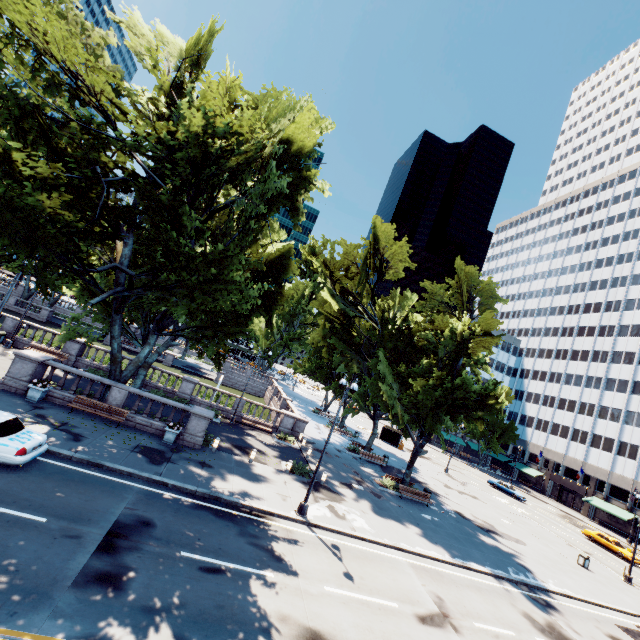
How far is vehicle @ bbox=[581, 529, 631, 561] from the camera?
35.2 meters

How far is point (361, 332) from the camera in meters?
39.2

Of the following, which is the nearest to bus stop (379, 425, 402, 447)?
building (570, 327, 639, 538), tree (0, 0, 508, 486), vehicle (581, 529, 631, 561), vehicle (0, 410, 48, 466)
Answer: building (570, 327, 639, 538)

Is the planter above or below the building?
below

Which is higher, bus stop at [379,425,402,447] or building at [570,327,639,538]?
building at [570,327,639,538]

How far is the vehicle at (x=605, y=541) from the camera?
35.22m

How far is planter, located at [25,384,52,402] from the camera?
17.3m

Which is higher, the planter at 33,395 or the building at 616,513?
the building at 616,513
